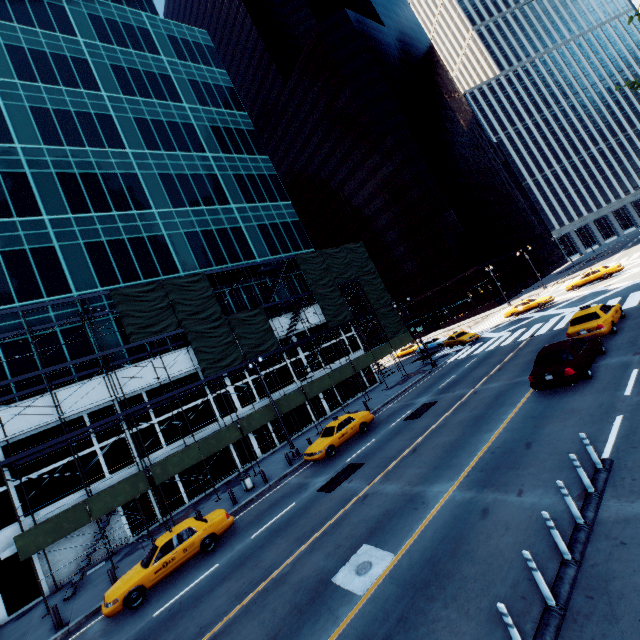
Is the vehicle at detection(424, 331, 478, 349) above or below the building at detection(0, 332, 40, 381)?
below

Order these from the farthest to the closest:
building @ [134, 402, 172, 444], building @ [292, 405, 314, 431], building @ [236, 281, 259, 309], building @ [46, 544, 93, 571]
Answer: building @ [236, 281, 259, 309] → building @ [292, 405, 314, 431] → building @ [134, 402, 172, 444] → building @ [46, 544, 93, 571]

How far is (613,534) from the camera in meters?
6.1 m

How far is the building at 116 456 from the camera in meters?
21.0 m

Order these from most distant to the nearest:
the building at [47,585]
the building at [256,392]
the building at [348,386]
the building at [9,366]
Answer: the building at [348,386] < the building at [256,392] < the building at [9,366] < the building at [47,585]

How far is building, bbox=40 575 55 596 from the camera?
18.1m

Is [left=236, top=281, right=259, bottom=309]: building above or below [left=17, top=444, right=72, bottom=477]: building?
above
